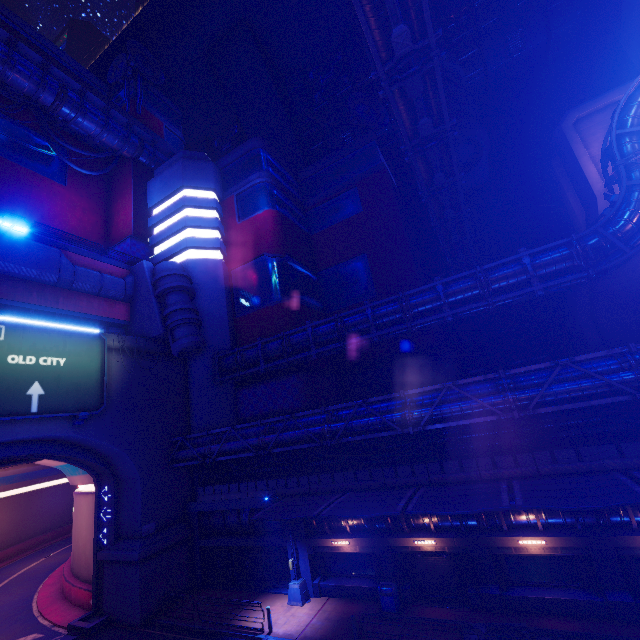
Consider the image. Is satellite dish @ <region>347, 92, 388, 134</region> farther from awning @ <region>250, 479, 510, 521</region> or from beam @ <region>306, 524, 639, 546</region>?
beam @ <region>306, 524, 639, 546</region>

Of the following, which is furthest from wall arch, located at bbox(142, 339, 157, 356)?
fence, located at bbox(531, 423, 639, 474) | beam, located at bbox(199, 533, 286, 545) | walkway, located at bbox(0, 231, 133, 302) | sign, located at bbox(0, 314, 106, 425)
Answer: walkway, located at bbox(0, 231, 133, 302)

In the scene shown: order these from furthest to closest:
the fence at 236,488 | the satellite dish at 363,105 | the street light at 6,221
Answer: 1. the satellite dish at 363,105
2. the fence at 236,488
3. the street light at 6,221

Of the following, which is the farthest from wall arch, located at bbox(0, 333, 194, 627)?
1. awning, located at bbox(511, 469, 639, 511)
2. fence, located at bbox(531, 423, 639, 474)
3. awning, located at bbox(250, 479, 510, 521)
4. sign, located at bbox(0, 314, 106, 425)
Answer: awning, located at bbox(511, 469, 639, 511)

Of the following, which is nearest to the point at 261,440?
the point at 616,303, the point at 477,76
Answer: the point at 616,303

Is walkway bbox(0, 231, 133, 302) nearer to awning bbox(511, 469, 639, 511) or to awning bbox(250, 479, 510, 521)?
awning bbox(250, 479, 510, 521)

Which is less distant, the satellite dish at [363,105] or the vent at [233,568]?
the vent at [233,568]

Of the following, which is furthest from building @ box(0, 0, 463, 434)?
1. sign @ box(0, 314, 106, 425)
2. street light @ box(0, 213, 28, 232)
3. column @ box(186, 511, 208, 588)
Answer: street light @ box(0, 213, 28, 232)
